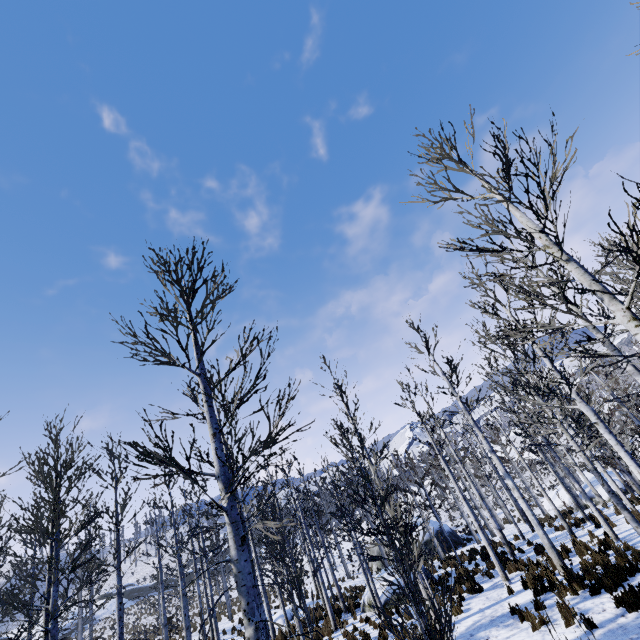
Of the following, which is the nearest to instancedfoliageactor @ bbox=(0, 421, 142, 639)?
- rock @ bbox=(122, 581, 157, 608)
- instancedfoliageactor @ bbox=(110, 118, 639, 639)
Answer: instancedfoliageactor @ bbox=(110, 118, 639, 639)

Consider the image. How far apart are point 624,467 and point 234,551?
15.8 meters

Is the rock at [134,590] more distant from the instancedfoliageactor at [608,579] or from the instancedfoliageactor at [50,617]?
the instancedfoliageactor at [608,579]

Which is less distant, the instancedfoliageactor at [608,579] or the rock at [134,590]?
the instancedfoliageactor at [608,579]

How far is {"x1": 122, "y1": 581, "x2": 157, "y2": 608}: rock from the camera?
52.0 meters

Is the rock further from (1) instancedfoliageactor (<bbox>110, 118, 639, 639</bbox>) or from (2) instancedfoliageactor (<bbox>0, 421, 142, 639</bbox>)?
(1) instancedfoliageactor (<bbox>110, 118, 639, 639</bbox>)
